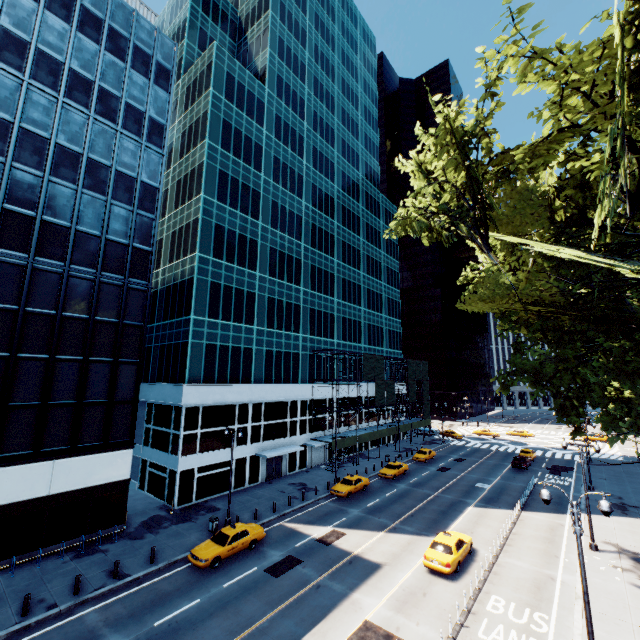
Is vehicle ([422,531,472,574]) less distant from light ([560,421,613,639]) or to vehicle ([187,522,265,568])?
light ([560,421,613,639])

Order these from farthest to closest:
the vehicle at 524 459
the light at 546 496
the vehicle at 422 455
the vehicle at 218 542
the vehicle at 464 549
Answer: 1. the vehicle at 422 455
2. the vehicle at 524 459
3. the vehicle at 218 542
4. the vehicle at 464 549
5. the light at 546 496

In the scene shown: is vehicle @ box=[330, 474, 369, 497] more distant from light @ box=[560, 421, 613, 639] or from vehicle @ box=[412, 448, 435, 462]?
light @ box=[560, 421, 613, 639]

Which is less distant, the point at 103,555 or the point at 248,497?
the point at 103,555

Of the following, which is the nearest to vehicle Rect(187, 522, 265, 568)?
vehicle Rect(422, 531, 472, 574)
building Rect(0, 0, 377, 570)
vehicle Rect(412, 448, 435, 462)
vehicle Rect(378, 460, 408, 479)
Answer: building Rect(0, 0, 377, 570)

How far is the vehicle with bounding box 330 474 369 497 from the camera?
32.1 meters

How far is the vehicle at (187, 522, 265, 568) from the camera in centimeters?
2002cm

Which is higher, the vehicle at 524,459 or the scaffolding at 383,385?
the scaffolding at 383,385
